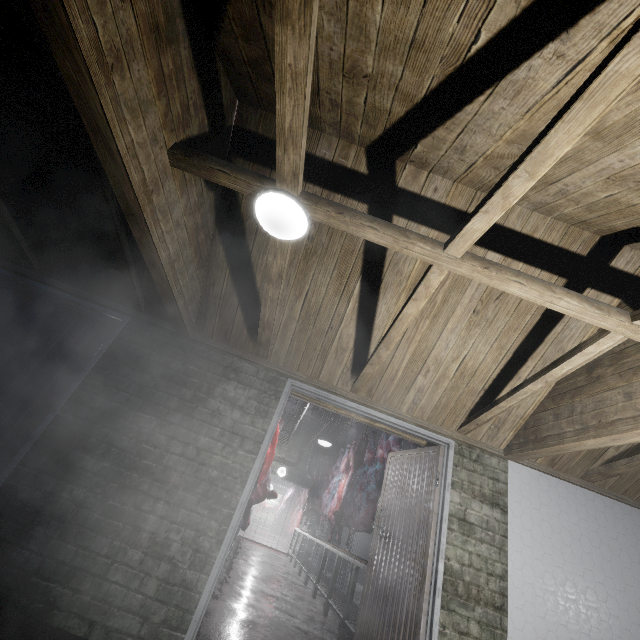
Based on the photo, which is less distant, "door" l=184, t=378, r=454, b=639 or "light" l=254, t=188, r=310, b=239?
"light" l=254, t=188, r=310, b=239

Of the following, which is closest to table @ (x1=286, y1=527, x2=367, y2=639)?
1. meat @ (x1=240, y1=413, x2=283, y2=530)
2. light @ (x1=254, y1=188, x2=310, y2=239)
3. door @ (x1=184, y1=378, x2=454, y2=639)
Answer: door @ (x1=184, y1=378, x2=454, y2=639)

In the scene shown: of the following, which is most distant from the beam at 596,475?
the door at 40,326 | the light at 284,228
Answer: the door at 40,326

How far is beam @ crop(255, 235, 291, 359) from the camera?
2.00m

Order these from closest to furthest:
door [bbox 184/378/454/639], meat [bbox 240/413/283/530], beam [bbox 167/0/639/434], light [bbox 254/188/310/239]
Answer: beam [bbox 167/0/639/434], light [bbox 254/188/310/239], door [bbox 184/378/454/639], meat [bbox 240/413/283/530]

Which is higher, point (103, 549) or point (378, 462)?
point (378, 462)

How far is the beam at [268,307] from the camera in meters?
2.0 m

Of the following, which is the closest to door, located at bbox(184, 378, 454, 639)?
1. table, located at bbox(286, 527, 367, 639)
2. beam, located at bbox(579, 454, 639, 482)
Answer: table, located at bbox(286, 527, 367, 639)
